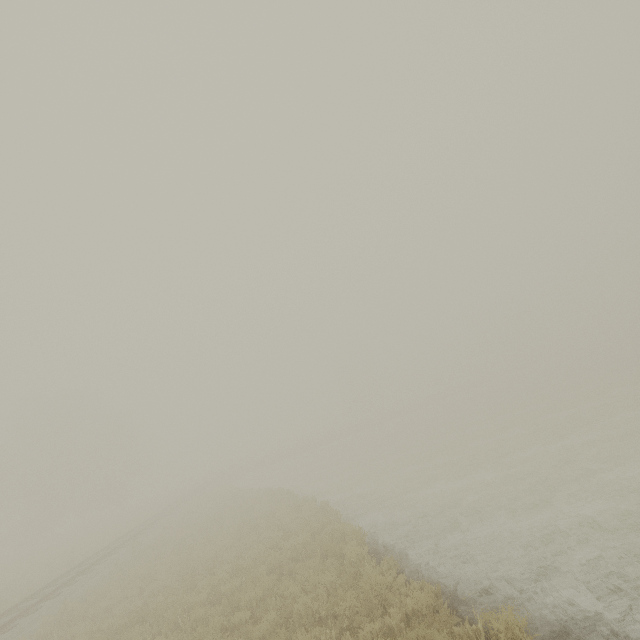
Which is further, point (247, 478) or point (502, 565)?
point (247, 478)
